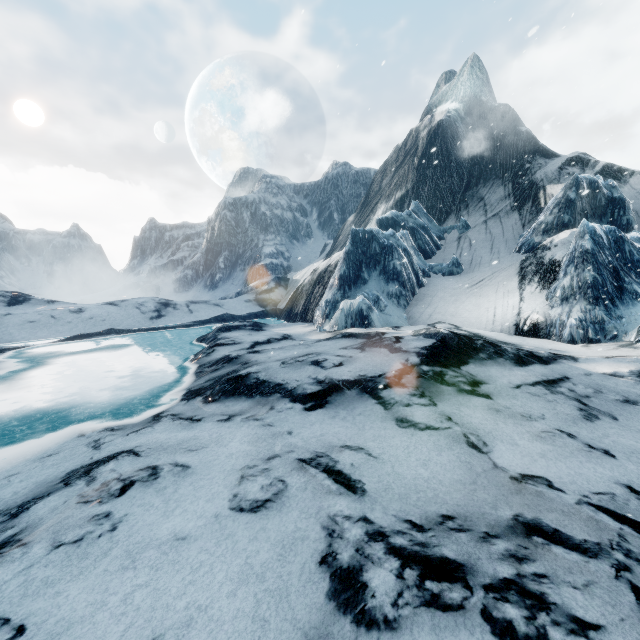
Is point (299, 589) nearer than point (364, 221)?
Yes
